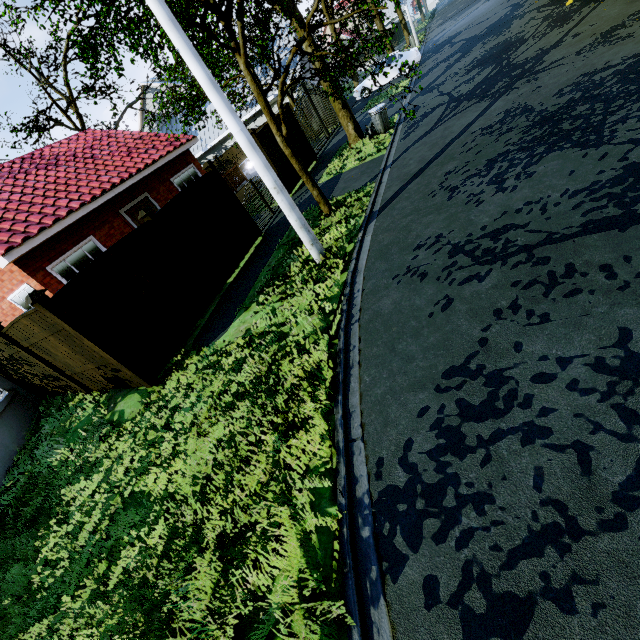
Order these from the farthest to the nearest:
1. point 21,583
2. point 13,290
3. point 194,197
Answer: point 13,290
point 194,197
point 21,583

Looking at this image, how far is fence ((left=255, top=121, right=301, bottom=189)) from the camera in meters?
12.1 m

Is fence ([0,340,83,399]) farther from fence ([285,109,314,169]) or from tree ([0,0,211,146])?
fence ([285,109,314,169])

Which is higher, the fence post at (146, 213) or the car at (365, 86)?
the fence post at (146, 213)

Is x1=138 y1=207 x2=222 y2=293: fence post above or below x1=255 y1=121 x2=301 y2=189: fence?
above

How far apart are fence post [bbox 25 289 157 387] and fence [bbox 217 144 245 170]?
20.5m

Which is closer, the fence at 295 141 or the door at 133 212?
the door at 133 212

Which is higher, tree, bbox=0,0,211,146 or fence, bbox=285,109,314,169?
tree, bbox=0,0,211,146
